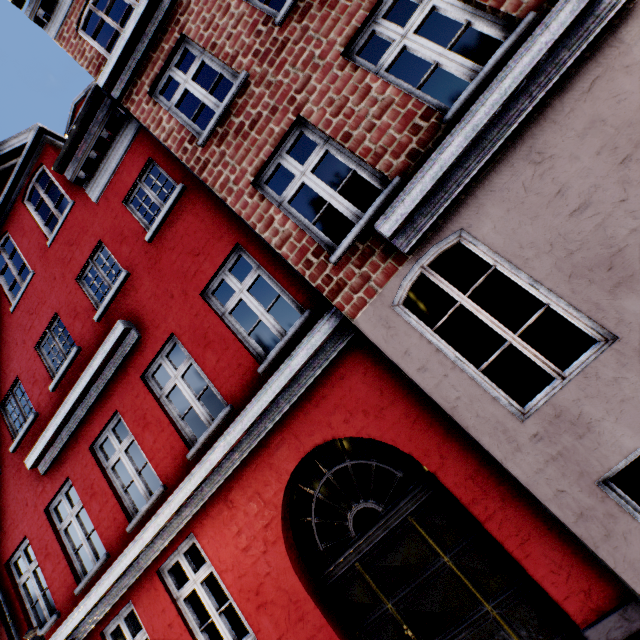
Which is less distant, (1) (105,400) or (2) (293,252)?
(2) (293,252)
